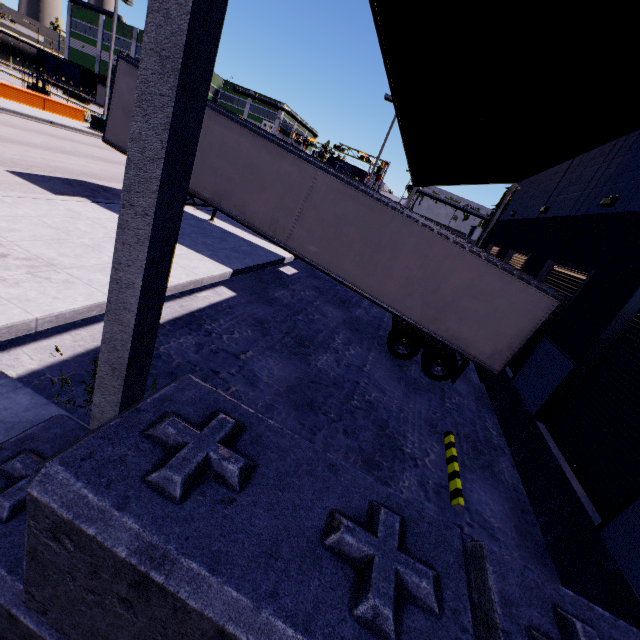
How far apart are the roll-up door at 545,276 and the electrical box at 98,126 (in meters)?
31.07

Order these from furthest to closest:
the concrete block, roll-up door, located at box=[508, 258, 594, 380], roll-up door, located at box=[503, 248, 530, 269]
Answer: roll-up door, located at box=[503, 248, 530, 269]
roll-up door, located at box=[508, 258, 594, 380]
the concrete block

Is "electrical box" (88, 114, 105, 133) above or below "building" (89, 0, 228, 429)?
below

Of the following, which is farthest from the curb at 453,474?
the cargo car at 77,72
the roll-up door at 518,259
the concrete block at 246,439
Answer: the cargo car at 77,72

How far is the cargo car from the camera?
59.41m

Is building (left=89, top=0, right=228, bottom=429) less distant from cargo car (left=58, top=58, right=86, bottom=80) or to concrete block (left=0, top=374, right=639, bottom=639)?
concrete block (left=0, top=374, right=639, bottom=639)

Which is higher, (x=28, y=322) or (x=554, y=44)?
(x=554, y=44)

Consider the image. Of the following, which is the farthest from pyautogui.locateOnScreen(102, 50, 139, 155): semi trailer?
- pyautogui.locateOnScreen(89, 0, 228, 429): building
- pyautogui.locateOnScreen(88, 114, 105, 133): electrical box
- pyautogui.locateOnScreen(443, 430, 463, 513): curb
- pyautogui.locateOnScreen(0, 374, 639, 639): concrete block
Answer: pyautogui.locateOnScreen(443, 430, 463, 513): curb
